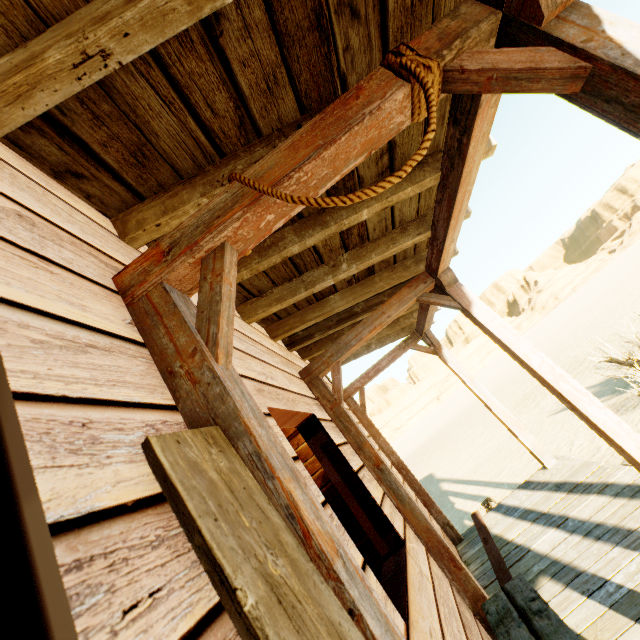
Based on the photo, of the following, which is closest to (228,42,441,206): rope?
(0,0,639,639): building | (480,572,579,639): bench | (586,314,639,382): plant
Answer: (0,0,639,639): building

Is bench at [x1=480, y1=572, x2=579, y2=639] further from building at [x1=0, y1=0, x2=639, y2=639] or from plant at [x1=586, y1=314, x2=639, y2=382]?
plant at [x1=586, y1=314, x2=639, y2=382]

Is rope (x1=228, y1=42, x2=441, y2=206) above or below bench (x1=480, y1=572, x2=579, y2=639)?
above

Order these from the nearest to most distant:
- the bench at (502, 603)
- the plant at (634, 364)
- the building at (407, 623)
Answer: the building at (407, 623) → the bench at (502, 603) → the plant at (634, 364)

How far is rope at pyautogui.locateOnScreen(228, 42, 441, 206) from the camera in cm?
106

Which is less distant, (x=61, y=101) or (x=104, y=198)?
(x=61, y=101)

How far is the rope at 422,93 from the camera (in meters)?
1.06
